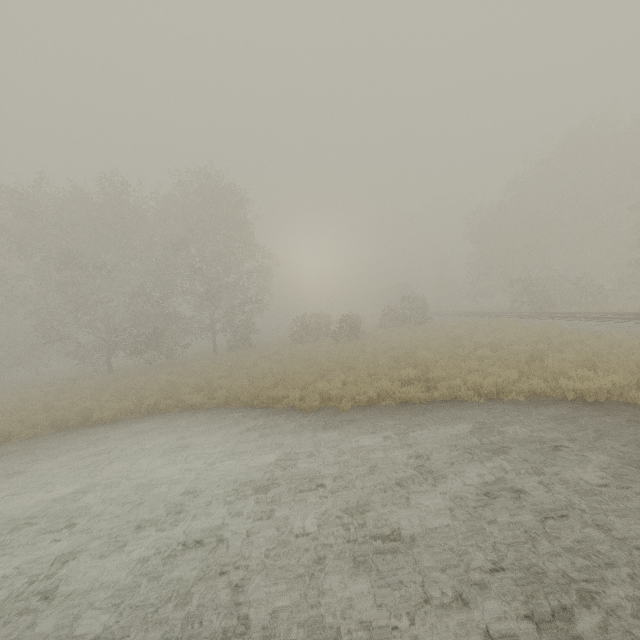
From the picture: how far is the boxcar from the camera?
53.22m

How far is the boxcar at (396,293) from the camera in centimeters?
5322cm

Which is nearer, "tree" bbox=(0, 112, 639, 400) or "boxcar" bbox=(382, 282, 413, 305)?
"tree" bbox=(0, 112, 639, 400)

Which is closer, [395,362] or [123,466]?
[123,466]

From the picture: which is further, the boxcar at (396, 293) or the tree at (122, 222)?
the boxcar at (396, 293)
